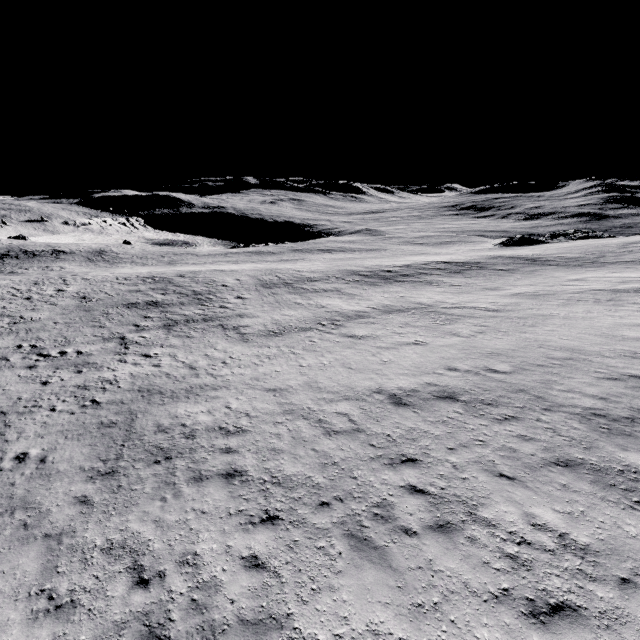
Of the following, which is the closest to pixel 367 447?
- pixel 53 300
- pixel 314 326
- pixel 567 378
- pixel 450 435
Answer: pixel 450 435
